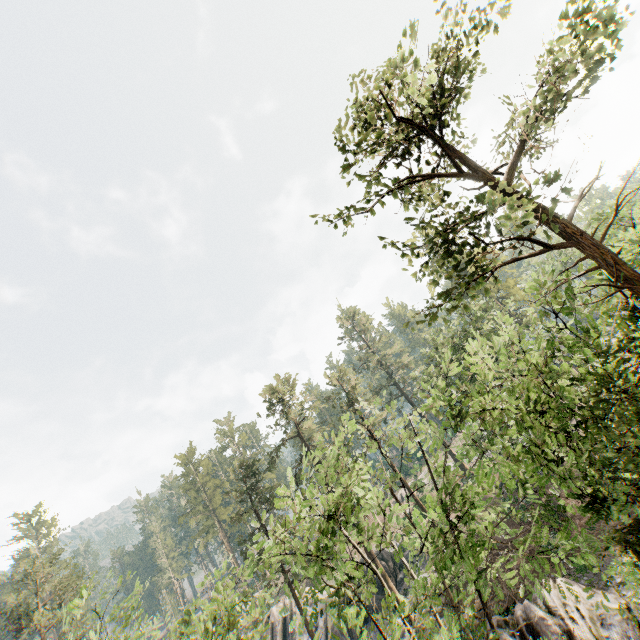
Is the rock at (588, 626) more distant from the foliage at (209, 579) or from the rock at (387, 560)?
the rock at (387, 560)

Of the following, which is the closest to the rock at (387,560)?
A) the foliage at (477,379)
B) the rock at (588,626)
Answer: the foliage at (477,379)

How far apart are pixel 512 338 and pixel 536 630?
15.40m

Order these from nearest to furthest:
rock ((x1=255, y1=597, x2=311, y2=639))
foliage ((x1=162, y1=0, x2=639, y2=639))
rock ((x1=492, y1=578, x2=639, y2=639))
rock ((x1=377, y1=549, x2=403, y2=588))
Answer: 1. foliage ((x1=162, y1=0, x2=639, y2=639))
2. rock ((x1=492, y1=578, x2=639, y2=639))
3. rock ((x1=377, y1=549, x2=403, y2=588))
4. rock ((x1=255, y1=597, x2=311, y2=639))

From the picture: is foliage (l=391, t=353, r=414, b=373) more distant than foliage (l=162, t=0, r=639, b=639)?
Yes

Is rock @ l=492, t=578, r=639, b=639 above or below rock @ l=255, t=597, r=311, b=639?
below

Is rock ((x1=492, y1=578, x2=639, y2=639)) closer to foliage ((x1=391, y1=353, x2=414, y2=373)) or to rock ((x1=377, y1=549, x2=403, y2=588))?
foliage ((x1=391, y1=353, x2=414, y2=373))
